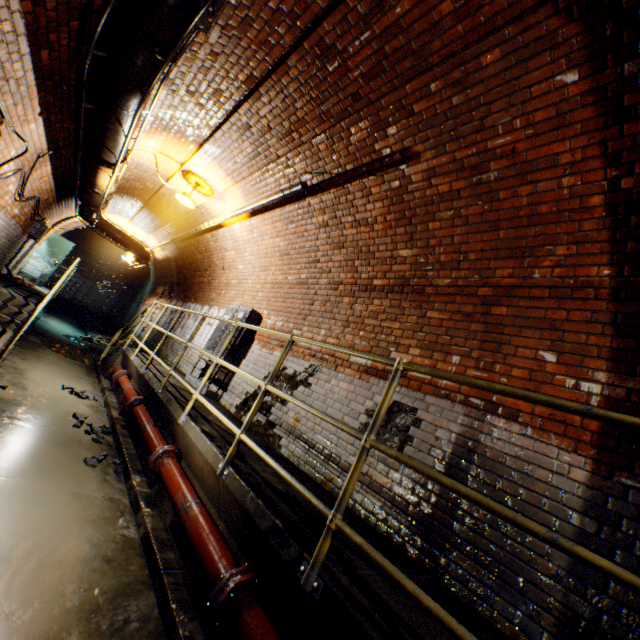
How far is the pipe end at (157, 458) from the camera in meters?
3.5

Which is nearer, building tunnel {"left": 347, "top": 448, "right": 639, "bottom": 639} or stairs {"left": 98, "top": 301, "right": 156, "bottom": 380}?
building tunnel {"left": 347, "top": 448, "right": 639, "bottom": 639}

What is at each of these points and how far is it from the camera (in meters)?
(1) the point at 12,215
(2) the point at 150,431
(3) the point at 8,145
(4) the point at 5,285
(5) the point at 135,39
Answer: (1) building tunnel, 6.81
(2) pipe, 4.21
(3) building tunnel, 4.35
(4) walkway, 7.27
(5) pipe, 2.81

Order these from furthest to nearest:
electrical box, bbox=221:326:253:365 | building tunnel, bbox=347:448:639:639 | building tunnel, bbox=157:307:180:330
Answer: building tunnel, bbox=157:307:180:330
electrical box, bbox=221:326:253:365
building tunnel, bbox=347:448:639:639

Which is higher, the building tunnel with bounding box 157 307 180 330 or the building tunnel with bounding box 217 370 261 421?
the building tunnel with bounding box 157 307 180 330

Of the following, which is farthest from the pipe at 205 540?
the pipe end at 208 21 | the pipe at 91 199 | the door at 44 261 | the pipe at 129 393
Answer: the pipe at 91 199

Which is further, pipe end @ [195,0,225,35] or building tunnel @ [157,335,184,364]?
building tunnel @ [157,335,184,364]

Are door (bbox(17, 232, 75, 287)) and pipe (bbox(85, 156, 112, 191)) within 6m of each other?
no
